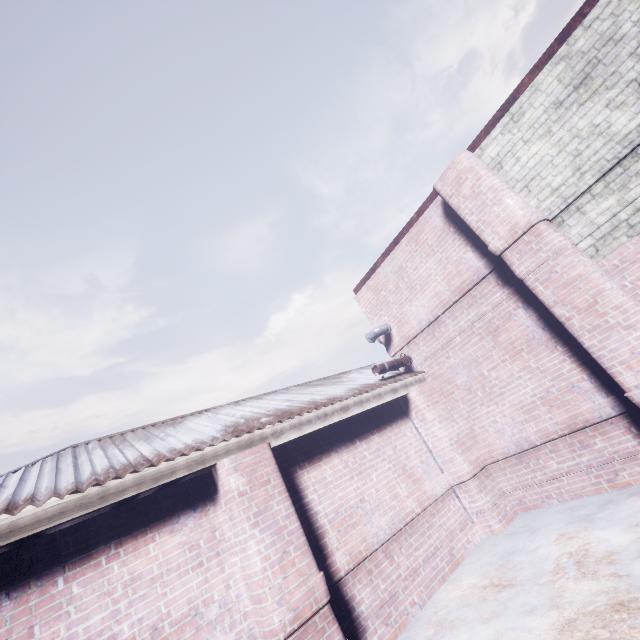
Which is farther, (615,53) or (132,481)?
(615,53)

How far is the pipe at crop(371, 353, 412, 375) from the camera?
5.2m

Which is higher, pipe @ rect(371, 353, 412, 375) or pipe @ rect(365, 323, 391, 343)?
pipe @ rect(365, 323, 391, 343)

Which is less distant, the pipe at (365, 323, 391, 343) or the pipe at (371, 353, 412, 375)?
the pipe at (371, 353, 412, 375)

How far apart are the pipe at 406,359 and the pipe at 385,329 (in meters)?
0.54

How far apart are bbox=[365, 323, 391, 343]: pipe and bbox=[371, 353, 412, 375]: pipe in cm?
54

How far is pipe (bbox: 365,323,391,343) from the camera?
5.86m

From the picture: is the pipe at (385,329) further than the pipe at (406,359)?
Yes
